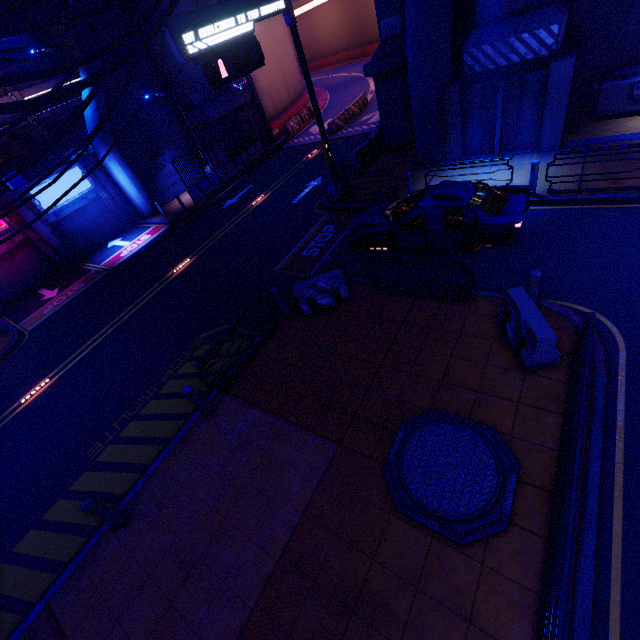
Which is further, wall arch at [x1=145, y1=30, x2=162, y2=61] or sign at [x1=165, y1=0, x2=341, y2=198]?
wall arch at [x1=145, y1=30, x2=162, y2=61]

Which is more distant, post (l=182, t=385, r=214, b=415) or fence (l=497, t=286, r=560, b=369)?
post (l=182, t=385, r=214, b=415)

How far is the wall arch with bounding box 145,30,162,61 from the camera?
20.0m

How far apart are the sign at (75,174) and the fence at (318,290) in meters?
19.6

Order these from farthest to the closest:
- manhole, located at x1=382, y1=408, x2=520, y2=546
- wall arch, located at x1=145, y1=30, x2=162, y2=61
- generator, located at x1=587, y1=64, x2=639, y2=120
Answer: wall arch, located at x1=145, y1=30, x2=162, y2=61, generator, located at x1=587, y1=64, x2=639, y2=120, manhole, located at x1=382, y1=408, x2=520, y2=546

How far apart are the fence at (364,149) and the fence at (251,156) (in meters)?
10.32

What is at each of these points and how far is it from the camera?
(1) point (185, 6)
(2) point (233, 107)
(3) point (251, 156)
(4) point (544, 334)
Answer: (1) wall arch, 19.56m
(2) wall arch, 23.02m
(3) fence, 24.39m
(4) fence, 5.78m

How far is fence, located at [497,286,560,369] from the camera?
5.8m
